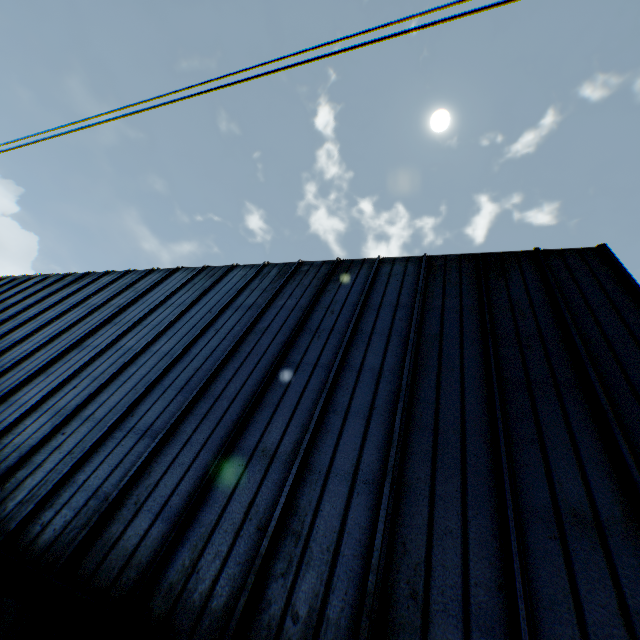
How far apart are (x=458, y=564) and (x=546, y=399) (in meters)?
2.96
